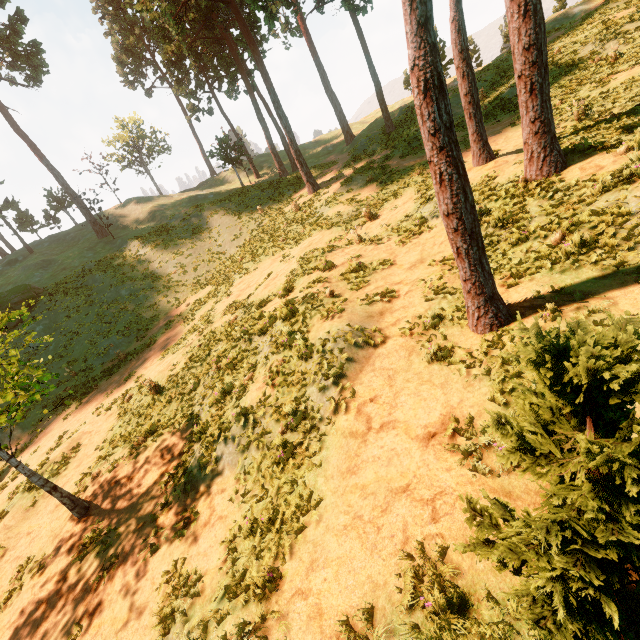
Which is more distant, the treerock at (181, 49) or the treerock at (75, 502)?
the treerock at (181, 49)

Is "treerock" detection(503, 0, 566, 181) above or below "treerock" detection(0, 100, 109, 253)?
below

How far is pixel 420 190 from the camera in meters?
16.3

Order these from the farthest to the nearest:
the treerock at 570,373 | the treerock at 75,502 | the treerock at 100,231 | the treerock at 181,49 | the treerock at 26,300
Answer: the treerock at 100,231 → the treerock at 181,49 → the treerock at 26,300 → the treerock at 75,502 → the treerock at 570,373

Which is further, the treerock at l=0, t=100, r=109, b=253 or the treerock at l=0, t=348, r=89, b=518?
the treerock at l=0, t=100, r=109, b=253
